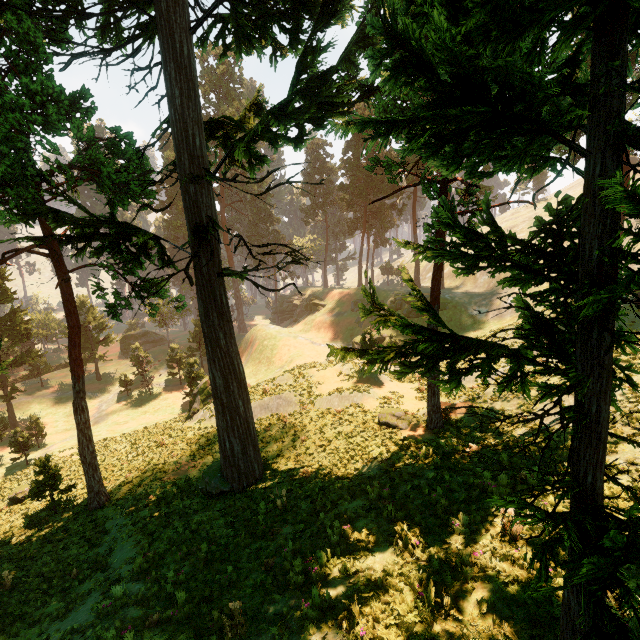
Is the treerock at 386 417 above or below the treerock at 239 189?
below

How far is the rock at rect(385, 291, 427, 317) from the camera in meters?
43.3 m

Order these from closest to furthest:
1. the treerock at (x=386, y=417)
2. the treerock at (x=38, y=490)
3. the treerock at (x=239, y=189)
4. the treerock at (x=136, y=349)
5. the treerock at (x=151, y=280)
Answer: the treerock at (x=151, y=280) < the treerock at (x=239, y=189) < the treerock at (x=386, y=417) < the treerock at (x=38, y=490) < the treerock at (x=136, y=349)

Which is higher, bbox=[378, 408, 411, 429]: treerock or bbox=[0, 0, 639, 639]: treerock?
bbox=[0, 0, 639, 639]: treerock

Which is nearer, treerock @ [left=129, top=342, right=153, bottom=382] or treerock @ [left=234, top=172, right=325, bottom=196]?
treerock @ [left=234, top=172, right=325, bottom=196]

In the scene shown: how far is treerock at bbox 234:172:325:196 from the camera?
12.1 meters

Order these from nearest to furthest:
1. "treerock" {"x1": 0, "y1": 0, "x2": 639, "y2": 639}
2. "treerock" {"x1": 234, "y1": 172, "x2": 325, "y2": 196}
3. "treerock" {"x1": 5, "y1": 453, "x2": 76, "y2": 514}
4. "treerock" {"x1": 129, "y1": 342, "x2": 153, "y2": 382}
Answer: "treerock" {"x1": 0, "y1": 0, "x2": 639, "y2": 639} < "treerock" {"x1": 234, "y1": 172, "x2": 325, "y2": 196} < "treerock" {"x1": 5, "y1": 453, "x2": 76, "y2": 514} < "treerock" {"x1": 129, "y1": 342, "x2": 153, "y2": 382}

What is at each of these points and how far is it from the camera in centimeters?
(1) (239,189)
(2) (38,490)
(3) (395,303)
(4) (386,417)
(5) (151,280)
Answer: (1) treerock, 1354cm
(2) treerock, 1722cm
(3) rock, 4603cm
(4) treerock, 1711cm
(5) treerock, 1060cm
